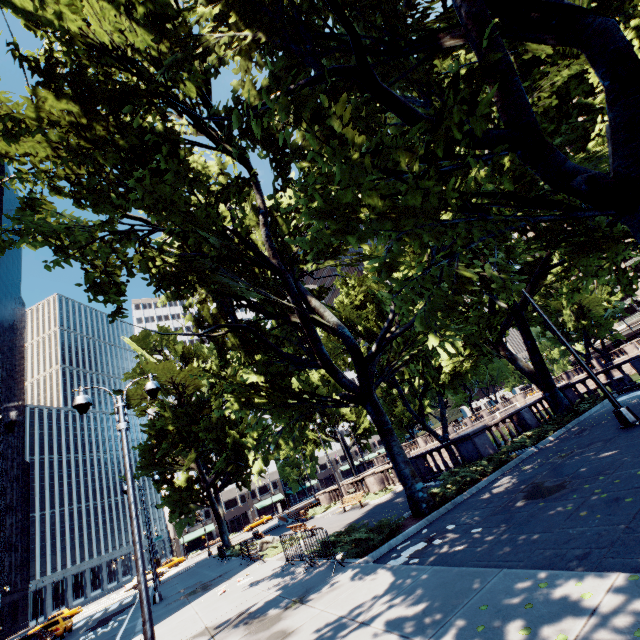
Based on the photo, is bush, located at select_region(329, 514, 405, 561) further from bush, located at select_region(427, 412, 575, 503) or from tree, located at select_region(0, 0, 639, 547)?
bush, located at select_region(427, 412, 575, 503)

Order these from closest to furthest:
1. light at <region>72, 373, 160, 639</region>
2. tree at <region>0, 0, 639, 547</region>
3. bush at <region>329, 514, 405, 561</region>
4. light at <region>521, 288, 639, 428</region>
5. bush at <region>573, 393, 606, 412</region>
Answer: tree at <region>0, 0, 639, 547</region> < light at <region>72, 373, 160, 639</region> < bush at <region>329, 514, 405, 561</region> < light at <region>521, 288, 639, 428</region> < bush at <region>573, 393, 606, 412</region>

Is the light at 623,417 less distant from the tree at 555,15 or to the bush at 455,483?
the tree at 555,15

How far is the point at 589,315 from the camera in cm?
5288

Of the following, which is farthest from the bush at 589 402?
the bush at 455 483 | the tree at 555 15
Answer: the bush at 455 483

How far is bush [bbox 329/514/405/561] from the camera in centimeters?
995cm

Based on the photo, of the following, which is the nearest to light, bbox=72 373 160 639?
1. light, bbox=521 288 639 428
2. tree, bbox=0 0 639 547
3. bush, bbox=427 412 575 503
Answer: tree, bbox=0 0 639 547

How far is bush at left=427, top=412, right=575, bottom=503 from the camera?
12.04m
